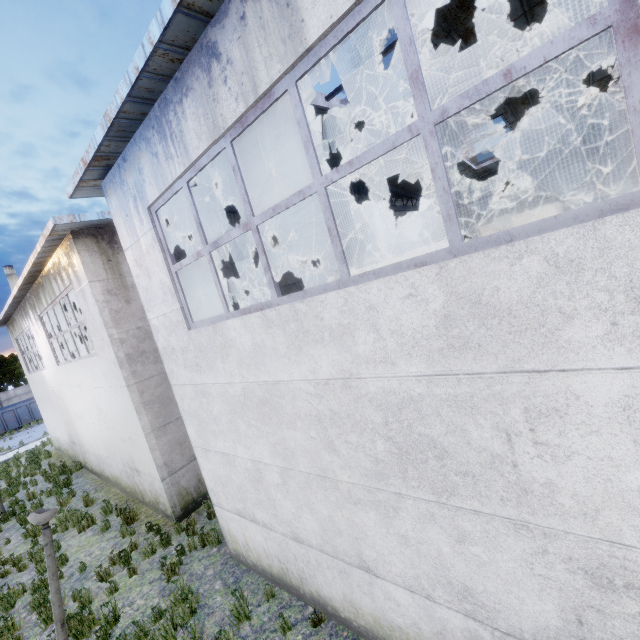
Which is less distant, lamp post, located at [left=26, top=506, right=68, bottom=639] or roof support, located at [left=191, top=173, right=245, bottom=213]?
lamp post, located at [left=26, top=506, right=68, bottom=639]

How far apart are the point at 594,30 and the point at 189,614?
8.8 meters

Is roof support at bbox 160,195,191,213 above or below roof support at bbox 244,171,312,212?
below

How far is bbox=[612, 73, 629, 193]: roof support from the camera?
10.0 meters

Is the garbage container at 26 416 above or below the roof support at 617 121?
below

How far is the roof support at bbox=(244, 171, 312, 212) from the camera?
8.37m

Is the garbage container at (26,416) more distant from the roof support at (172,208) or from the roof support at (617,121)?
the roof support at (617,121)
